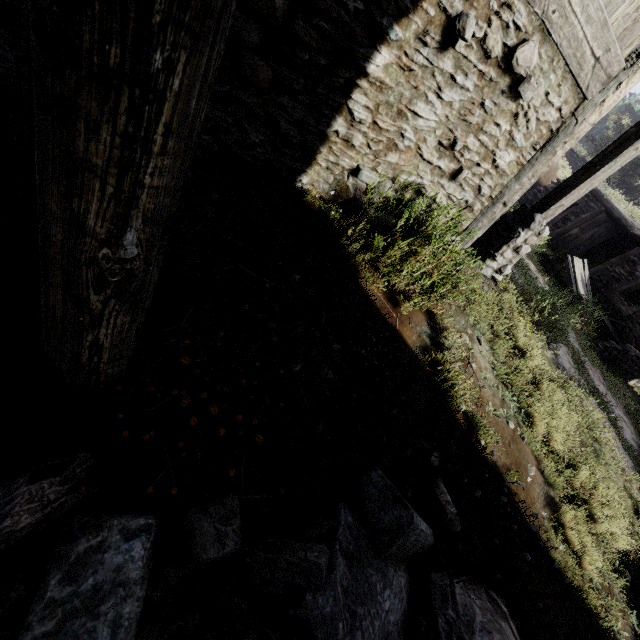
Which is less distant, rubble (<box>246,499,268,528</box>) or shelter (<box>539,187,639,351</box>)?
rubble (<box>246,499,268,528</box>)

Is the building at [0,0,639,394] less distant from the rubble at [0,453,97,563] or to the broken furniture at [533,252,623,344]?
the rubble at [0,453,97,563]

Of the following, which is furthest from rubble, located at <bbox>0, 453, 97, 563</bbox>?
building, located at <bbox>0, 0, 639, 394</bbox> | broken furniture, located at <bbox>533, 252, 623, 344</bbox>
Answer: broken furniture, located at <bbox>533, 252, 623, 344</bbox>

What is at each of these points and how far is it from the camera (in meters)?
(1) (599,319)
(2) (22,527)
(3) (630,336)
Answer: (1) broken furniture, 10.60
(2) rubble, 1.27
(3) shelter, 11.15

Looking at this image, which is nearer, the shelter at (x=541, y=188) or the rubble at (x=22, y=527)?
the rubble at (x=22, y=527)

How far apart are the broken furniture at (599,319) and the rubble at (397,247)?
8.9 meters

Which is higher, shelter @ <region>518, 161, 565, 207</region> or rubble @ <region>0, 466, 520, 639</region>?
shelter @ <region>518, 161, 565, 207</region>

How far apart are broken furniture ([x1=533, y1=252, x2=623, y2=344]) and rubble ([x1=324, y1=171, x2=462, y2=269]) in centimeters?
887cm
